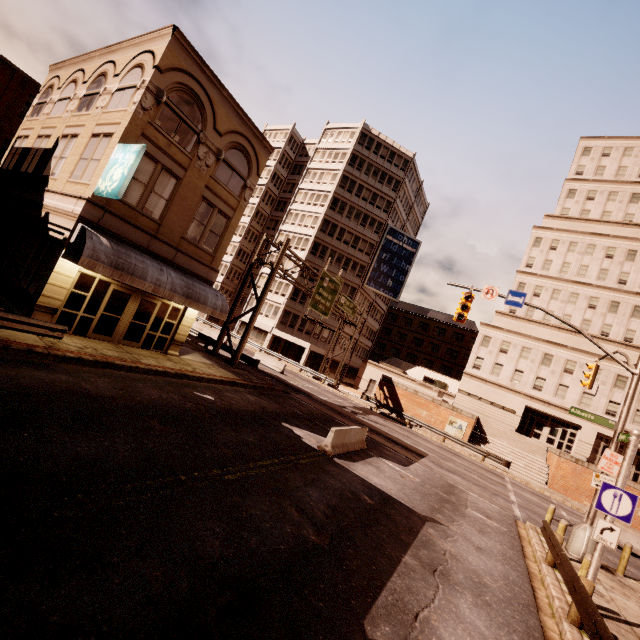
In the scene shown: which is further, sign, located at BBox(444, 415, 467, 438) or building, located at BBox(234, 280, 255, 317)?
building, located at BBox(234, 280, 255, 317)

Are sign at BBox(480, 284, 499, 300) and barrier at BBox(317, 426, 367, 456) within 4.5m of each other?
no

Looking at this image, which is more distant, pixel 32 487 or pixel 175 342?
pixel 175 342

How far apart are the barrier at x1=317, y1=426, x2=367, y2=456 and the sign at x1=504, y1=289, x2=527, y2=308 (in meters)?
9.02

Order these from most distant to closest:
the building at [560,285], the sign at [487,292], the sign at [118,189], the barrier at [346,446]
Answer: the building at [560,285]
the sign at [487,292]
the barrier at [346,446]
the sign at [118,189]

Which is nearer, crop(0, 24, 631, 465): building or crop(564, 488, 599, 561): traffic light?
crop(564, 488, 599, 561): traffic light

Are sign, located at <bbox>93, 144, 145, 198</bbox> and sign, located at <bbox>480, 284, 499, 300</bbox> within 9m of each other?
no

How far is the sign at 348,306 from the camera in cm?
2344
